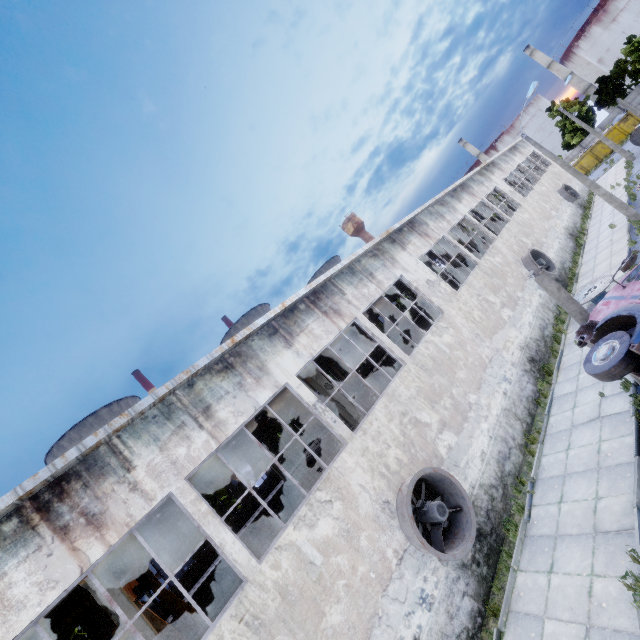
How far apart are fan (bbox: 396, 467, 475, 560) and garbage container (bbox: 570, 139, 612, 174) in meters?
57.6 m

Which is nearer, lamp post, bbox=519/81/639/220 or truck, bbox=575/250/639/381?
truck, bbox=575/250/639/381

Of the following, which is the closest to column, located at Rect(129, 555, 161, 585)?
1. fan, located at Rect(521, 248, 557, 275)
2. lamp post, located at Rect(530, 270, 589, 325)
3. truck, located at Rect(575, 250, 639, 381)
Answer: truck, located at Rect(575, 250, 639, 381)

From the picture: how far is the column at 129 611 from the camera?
8.1m

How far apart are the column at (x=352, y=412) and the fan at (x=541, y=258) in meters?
14.4

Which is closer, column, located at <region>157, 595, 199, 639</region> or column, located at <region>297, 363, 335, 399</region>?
column, located at <region>297, 363, 335, 399</region>

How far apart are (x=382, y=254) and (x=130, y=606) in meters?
15.0 m

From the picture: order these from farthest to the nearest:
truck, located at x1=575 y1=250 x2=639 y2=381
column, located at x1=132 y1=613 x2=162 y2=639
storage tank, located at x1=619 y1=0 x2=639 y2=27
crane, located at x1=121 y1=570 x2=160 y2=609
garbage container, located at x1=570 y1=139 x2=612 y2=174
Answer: storage tank, located at x1=619 y1=0 x2=639 y2=27 < garbage container, located at x1=570 y1=139 x2=612 y2=174 < crane, located at x1=121 y1=570 x2=160 y2=609 < column, located at x1=132 y1=613 x2=162 y2=639 < truck, located at x1=575 y1=250 x2=639 y2=381
